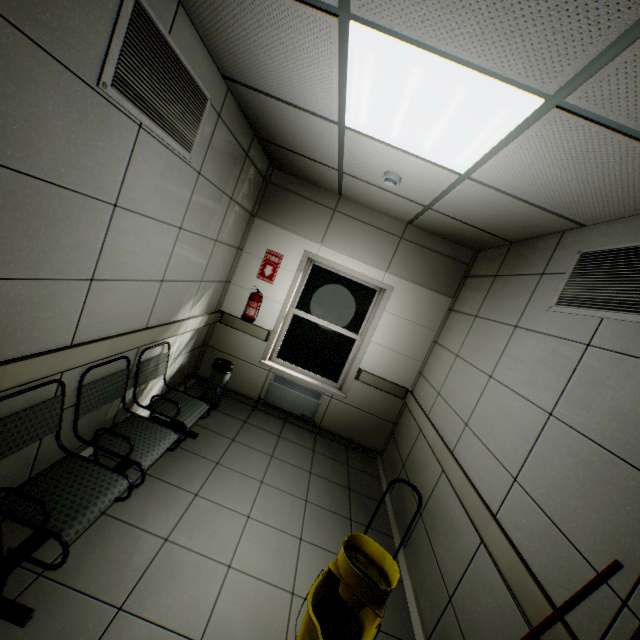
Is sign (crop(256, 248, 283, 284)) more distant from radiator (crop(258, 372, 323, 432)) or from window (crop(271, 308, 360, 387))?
radiator (crop(258, 372, 323, 432))

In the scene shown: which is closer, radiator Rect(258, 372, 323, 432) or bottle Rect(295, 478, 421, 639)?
bottle Rect(295, 478, 421, 639)

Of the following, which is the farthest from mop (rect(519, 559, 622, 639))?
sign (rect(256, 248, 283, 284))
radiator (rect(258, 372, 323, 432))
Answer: sign (rect(256, 248, 283, 284))

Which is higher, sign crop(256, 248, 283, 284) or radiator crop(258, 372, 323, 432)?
sign crop(256, 248, 283, 284)

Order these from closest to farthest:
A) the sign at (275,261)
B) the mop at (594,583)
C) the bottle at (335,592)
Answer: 1. the mop at (594,583)
2. the bottle at (335,592)
3. the sign at (275,261)

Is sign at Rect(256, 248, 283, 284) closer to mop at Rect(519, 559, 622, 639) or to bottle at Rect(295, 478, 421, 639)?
bottle at Rect(295, 478, 421, 639)

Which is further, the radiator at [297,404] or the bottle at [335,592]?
the radiator at [297,404]

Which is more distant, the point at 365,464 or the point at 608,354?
the point at 365,464
